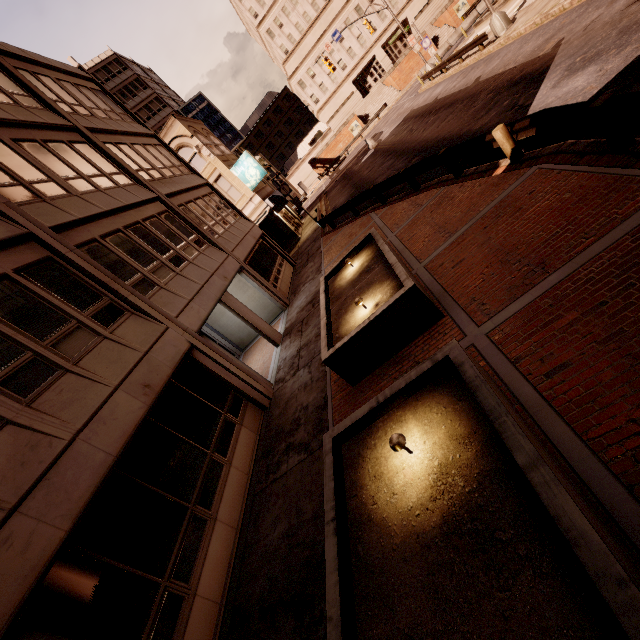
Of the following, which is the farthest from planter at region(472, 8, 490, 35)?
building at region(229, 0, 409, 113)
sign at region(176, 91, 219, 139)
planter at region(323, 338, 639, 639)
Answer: sign at region(176, 91, 219, 139)

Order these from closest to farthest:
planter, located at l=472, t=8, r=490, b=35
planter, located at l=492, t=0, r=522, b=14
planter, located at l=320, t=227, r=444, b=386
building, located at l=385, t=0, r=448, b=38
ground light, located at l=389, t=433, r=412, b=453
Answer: ground light, located at l=389, t=433, r=412, b=453 → planter, located at l=320, t=227, r=444, b=386 → planter, located at l=492, t=0, r=522, b=14 → planter, located at l=472, t=8, r=490, b=35 → building, located at l=385, t=0, r=448, b=38

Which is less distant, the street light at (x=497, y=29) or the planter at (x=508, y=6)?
the street light at (x=497, y=29)

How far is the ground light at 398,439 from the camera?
3.7 meters

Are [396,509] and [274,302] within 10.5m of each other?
no

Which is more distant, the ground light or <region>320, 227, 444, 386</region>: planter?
<region>320, 227, 444, 386</region>: planter

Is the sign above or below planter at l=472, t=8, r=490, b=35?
above

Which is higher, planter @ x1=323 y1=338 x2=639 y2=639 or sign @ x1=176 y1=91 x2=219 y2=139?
sign @ x1=176 y1=91 x2=219 y2=139
